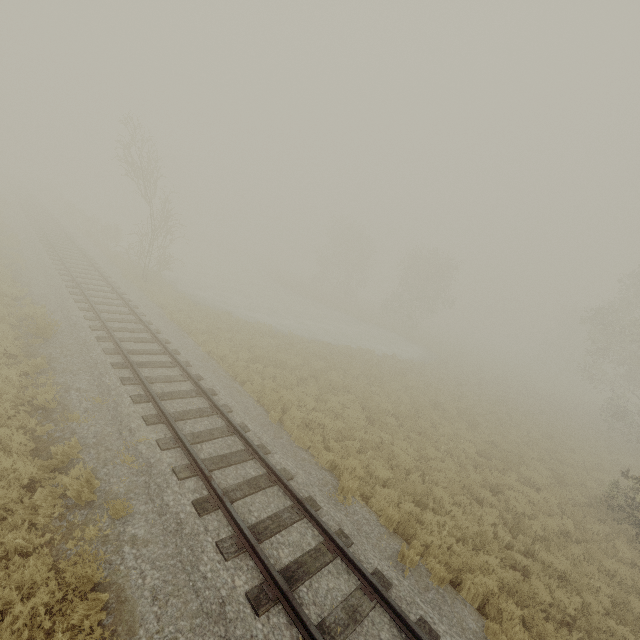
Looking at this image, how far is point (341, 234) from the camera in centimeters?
4881cm

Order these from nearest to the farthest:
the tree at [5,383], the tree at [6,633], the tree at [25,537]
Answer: the tree at [6,633]
the tree at [25,537]
the tree at [5,383]

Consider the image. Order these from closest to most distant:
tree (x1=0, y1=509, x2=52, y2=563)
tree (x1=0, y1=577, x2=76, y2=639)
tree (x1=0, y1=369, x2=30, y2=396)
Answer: tree (x1=0, y1=577, x2=76, y2=639)
tree (x1=0, y1=509, x2=52, y2=563)
tree (x1=0, y1=369, x2=30, y2=396)

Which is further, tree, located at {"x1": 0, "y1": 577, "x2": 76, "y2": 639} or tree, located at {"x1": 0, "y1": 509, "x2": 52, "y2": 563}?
tree, located at {"x1": 0, "y1": 509, "x2": 52, "y2": 563}

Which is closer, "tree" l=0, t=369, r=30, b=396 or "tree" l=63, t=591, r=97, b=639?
"tree" l=63, t=591, r=97, b=639

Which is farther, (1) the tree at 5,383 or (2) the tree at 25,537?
(1) the tree at 5,383
